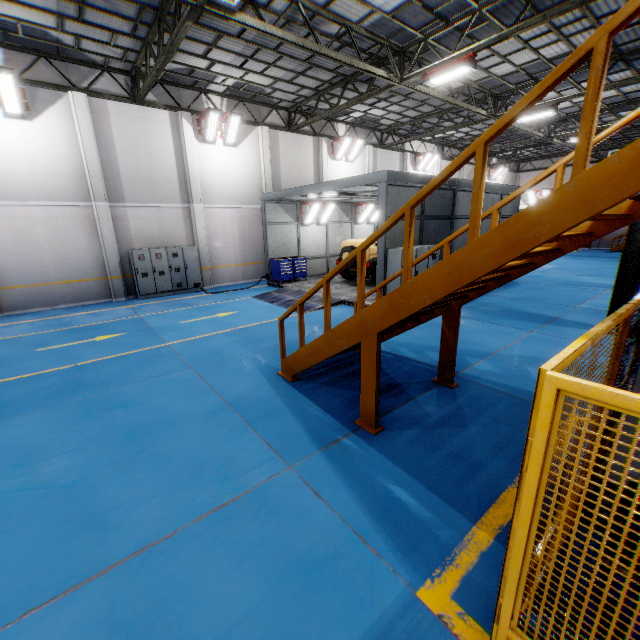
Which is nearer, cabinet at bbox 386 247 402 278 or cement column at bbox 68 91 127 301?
cabinet at bbox 386 247 402 278

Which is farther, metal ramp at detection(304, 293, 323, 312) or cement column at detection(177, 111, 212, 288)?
cement column at detection(177, 111, 212, 288)

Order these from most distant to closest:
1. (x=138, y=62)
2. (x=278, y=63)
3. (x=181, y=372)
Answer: (x=278, y=63), (x=138, y=62), (x=181, y=372)

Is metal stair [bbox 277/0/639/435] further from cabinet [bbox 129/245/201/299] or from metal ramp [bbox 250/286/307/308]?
cabinet [bbox 129/245/201/299]

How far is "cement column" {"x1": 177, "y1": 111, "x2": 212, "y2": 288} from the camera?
14.45m

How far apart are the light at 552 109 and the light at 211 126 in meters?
14.0

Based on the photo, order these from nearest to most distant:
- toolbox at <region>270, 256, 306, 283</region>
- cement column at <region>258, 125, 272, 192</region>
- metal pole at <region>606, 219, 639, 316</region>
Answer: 1. metal pole at <region>606, 219, 639, 316</region>
2. toolbox at <region>270, 256, 306, 283</region>
3. cement column at <region>258, 125, 272, 192</region>

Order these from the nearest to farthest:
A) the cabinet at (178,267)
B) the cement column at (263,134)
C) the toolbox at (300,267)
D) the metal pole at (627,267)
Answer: the metal pole at (627,267) < the cabinet at (178,267) < the toolbox at (300,267) < the cement column at (263,134)
